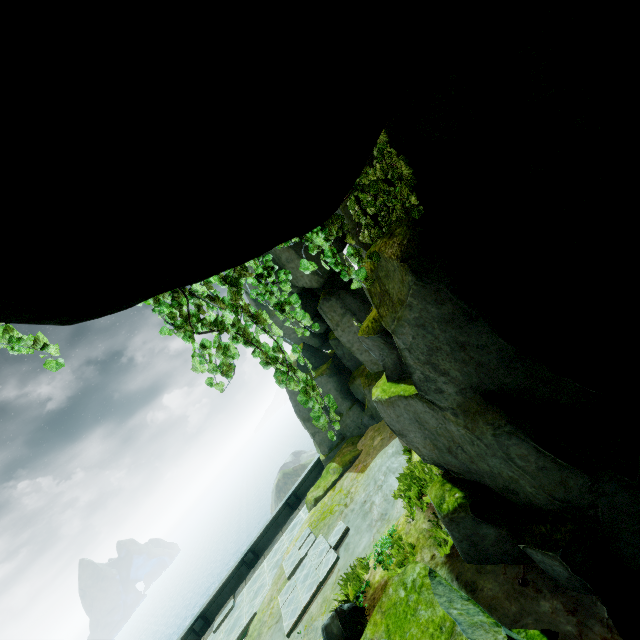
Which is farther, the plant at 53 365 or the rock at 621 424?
the plant at 53 365

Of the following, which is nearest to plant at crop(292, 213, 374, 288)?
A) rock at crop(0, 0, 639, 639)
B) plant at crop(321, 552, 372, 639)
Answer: rock at crop(0, 0, 639, 639)

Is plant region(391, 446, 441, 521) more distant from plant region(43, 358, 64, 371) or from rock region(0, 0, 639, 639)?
plant region(43, 358, 64, 371)

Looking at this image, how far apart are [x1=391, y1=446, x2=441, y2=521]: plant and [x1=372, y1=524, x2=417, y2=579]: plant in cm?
63

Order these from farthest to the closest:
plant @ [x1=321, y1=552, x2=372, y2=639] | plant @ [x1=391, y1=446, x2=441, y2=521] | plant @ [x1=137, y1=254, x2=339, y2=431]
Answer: plant @ [x1=391, y1=446, x2=441, y2=521]
plant @ [x1=321, y1=552, x2=372, y2=639]
plant @ [x1=137, y1=254, x2=339, y2=431]

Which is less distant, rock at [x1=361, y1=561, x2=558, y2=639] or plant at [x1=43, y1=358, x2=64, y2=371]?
plant at [x1=43, y1=358, x2=64, y2=371]

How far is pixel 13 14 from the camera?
0.6 meters

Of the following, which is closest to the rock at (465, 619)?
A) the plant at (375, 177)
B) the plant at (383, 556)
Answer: the plant at (375, 177)
